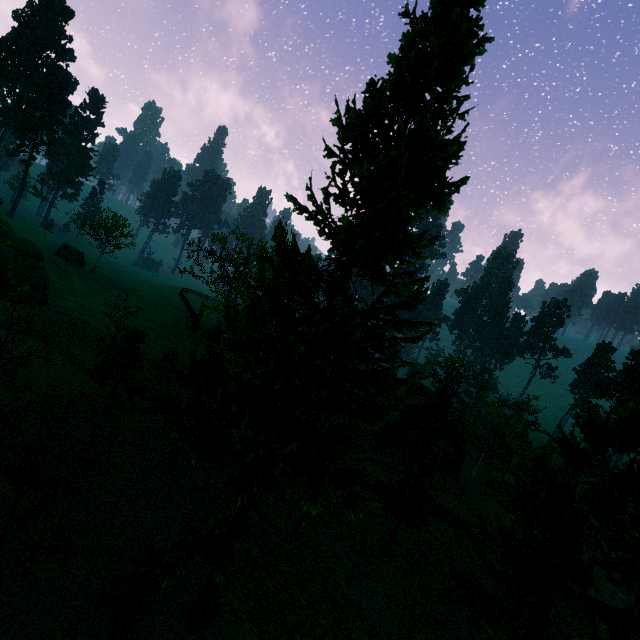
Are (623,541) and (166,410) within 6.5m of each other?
no

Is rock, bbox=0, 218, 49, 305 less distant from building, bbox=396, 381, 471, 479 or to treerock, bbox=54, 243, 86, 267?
treerock, bbox=54, 243, 86, 267

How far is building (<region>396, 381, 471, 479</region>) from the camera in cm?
3634

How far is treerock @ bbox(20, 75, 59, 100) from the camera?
57.53m

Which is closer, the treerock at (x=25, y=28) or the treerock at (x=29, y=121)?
the treerock at (x=29, y=121)

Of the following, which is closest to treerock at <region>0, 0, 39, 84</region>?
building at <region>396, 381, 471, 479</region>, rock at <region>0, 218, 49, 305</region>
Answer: building at <region>396, 381, 471, 479</region>

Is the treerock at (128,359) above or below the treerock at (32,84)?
below
